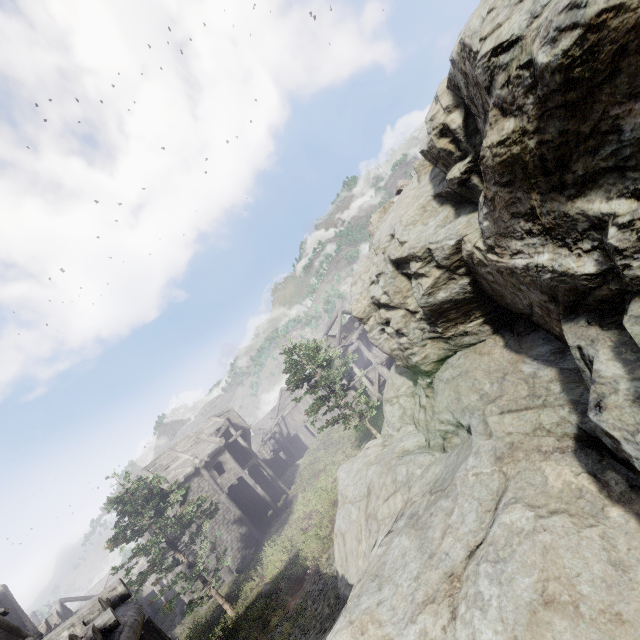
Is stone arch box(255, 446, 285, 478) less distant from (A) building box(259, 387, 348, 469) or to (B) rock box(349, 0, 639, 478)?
(A) building box(259, 387, 348, 469)

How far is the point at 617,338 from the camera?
3.1m

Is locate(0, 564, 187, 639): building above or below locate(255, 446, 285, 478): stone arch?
above

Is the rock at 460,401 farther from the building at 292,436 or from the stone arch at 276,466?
the stone arch at 276,466

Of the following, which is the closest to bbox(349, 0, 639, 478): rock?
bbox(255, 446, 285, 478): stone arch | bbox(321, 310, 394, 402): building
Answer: bbox(321, 310, 394, 402): building

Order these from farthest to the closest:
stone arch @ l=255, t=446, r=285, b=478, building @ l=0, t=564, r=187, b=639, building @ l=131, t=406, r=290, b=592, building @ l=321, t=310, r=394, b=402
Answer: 1. stone arch @ l=255, t=446, r=285, b=478
2. building @ l=321, t=310, r=394, b=402
3. building @ l=131, t=406, r=290, b=592
4. building @ l=0, t=564, r=187, b=639
